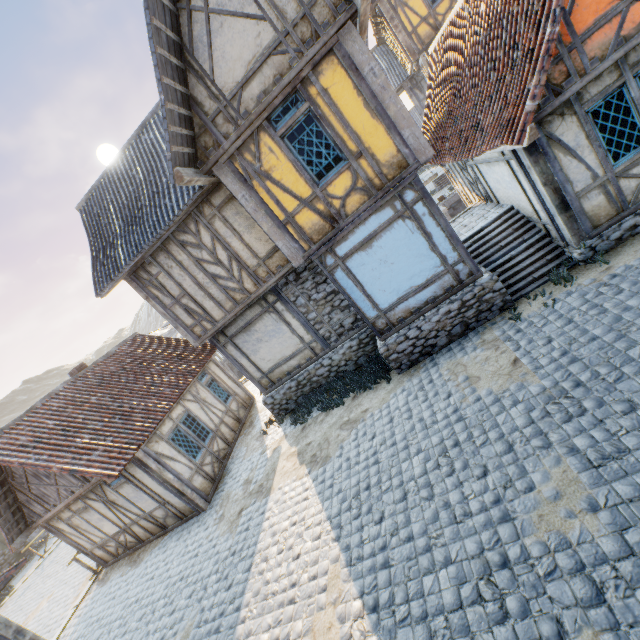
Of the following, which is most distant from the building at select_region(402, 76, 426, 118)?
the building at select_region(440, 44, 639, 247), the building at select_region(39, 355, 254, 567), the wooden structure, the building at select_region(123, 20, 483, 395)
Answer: the building at select_region(39, 355, 254, 567)

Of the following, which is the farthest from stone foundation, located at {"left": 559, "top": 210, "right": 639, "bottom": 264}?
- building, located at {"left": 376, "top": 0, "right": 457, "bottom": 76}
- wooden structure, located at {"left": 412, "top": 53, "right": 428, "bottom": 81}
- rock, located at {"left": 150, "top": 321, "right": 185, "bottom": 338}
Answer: rock, located at {"left": 150, "top": 321, "right": 185, "bottom": 338}

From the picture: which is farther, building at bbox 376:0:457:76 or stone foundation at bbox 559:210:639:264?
building at bbox 376:0:457:76

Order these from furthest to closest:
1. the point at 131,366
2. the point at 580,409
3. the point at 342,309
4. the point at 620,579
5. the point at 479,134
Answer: the point at 131,366 → the point at 342,309 → the point at 479,134 → the point at 580,409 → the point at 620,579

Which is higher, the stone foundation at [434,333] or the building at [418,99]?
the building at [418,99]

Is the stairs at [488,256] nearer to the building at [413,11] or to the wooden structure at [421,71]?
the wooden structure at [421,71]

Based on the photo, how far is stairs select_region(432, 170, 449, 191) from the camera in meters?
23.0 m

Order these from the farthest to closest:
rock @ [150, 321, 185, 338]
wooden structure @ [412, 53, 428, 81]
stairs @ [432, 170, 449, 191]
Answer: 1. rock @ [150, 321, 185, 338]
2. stairs @ [432, 170, 449, 191]
3. wooden structure @ [412, 53, 428, 81]
